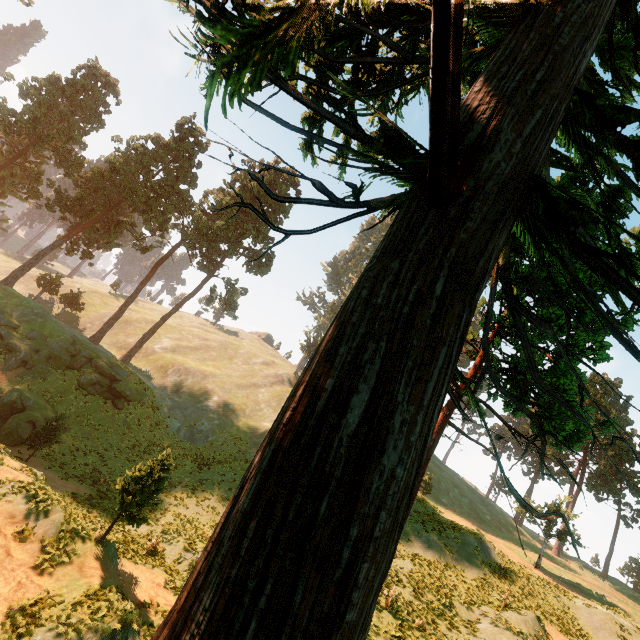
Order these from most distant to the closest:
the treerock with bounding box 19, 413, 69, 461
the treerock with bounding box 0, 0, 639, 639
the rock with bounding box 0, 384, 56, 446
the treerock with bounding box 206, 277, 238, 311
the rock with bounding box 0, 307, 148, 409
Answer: the treerock with bounding box 206, 277, 238, 311 < the rock with bounding box 0, 307, 148, 409 < the rock with bounding box 0, 384, 56, 446 < the treerock with bounding box 19, 413, 69, 461 < the treerock with bounding box 0, 0, 639, 639

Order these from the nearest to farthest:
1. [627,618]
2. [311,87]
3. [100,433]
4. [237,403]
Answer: [311,87] → [627,618] → [100,433] → [237,403]

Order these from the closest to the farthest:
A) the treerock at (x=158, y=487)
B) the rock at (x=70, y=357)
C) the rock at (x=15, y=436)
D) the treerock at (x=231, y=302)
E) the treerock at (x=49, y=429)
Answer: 1. the treerock at (x=158, y=487)
2. the treerock at (x=49, y=429)
3. the rock at (x=15, y=436)
4. the rock at (x=70, y=357)
5. the treerock at (x=231, y=302)

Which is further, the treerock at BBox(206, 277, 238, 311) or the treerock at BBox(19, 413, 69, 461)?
the treerock at BBox(206, 277, 238, 311)

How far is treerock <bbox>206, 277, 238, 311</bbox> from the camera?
44.4m

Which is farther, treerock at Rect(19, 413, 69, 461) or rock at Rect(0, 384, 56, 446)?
rock at Rect(0, 384, 56, 446)

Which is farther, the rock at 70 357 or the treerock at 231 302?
the treerock at 231 302
